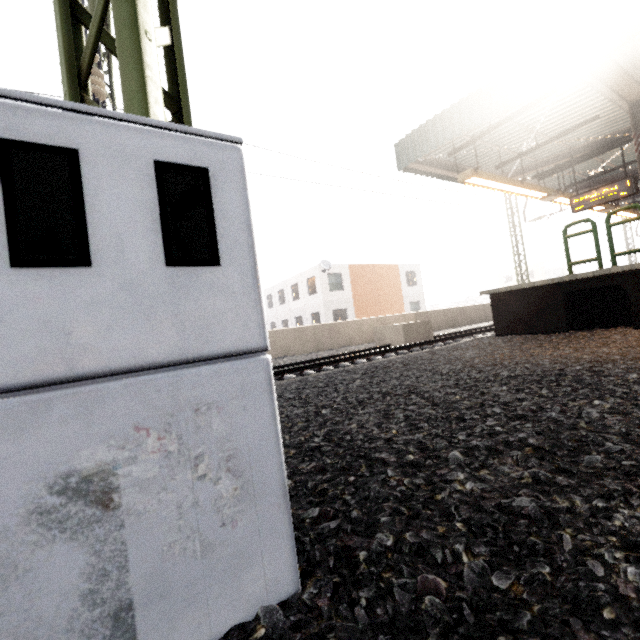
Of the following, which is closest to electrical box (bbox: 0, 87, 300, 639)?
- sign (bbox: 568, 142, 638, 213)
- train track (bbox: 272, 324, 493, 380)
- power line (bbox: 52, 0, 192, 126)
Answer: power line (bbox: 52, 0, 192, 126)

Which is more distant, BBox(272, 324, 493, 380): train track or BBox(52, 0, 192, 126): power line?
BBox(272, 324, 493, 380): train track

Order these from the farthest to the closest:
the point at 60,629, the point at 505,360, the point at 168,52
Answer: the point at 505,360 < the point at 168,52 < the point at 60,629

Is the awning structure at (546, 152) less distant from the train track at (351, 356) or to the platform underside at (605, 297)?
the platform underside at (605, 297)

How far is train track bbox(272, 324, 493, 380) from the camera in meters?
7.3

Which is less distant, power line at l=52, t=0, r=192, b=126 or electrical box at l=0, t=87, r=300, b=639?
electrical box at l=0, t=87, r=300, b=639

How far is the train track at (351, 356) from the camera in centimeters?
728cm

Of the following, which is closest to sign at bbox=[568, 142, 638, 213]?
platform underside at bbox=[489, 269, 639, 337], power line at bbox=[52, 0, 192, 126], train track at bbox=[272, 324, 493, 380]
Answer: platform underside at bbox=[489, 269, 639, 337]
